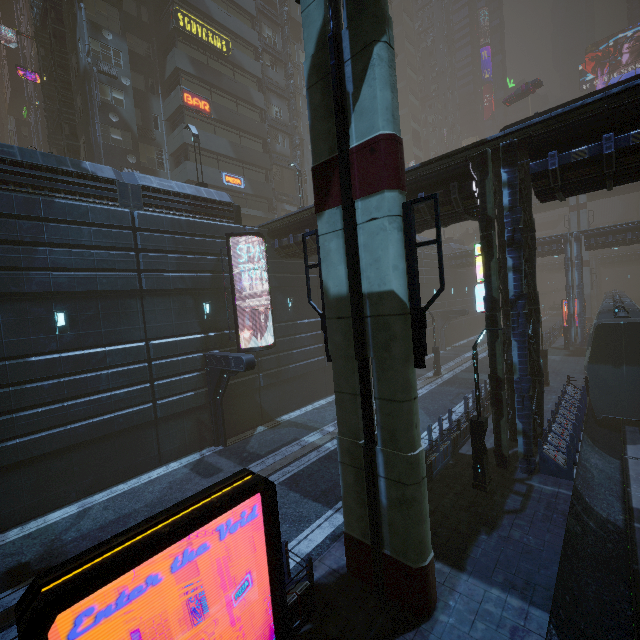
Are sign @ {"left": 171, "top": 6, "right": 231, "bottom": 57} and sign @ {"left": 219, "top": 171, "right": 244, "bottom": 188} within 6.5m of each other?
no

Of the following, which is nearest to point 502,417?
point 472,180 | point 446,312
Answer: point 472,180

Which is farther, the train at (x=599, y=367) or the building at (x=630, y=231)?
the building at (x=630, y=231)

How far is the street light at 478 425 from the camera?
10.9m

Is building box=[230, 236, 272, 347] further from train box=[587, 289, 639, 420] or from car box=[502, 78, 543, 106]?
car box=[502, 78, 543, 106]

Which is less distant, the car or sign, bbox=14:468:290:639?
sign, bbox=14:468:290:639

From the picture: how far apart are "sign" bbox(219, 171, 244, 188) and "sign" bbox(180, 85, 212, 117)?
4.4m

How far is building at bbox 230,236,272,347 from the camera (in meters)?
18.45
